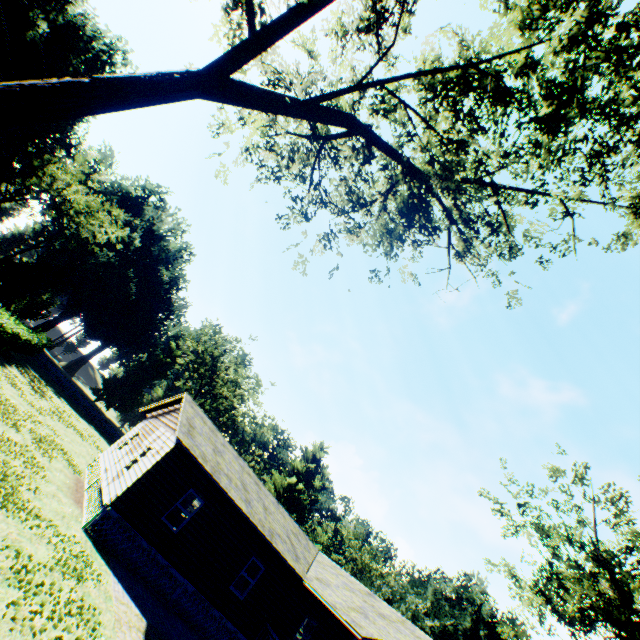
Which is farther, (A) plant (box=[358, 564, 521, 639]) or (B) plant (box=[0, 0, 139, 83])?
(A) plant (box=[358, 564, 521, 639])

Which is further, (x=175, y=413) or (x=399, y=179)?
(x=175, y=413)

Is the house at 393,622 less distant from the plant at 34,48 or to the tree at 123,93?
the tree at 123,93

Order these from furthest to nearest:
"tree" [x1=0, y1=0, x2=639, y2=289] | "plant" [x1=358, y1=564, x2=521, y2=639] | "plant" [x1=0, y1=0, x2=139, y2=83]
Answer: "plant" [x1=358, y1=564, x2=521, y2=639] < "plant" [x1=0, y1=0, x2=139, y2=83] < "tree" [x1=0, y1=0, x2=639, y2=289]

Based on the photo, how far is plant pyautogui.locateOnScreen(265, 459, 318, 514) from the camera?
55.9 meters

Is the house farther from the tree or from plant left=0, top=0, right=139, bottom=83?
plant left=0, top=0, right=139, bottom=83

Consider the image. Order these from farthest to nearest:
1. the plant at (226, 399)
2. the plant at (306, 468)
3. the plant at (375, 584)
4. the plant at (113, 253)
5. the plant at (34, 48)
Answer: the plant at (306, 468) → the plant at (226, 399) → the plant at (375, 584) → the plant at (113, 253) → the plant at (34, 48)
